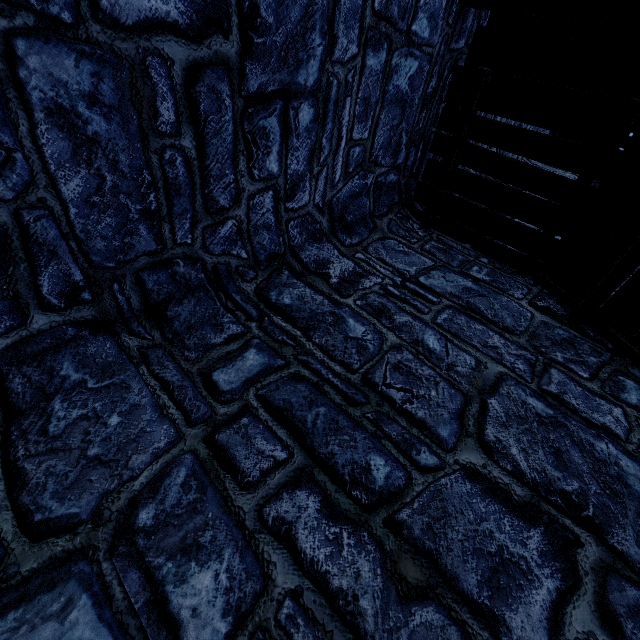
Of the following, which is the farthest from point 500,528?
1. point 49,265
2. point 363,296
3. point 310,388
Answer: point 49,265
